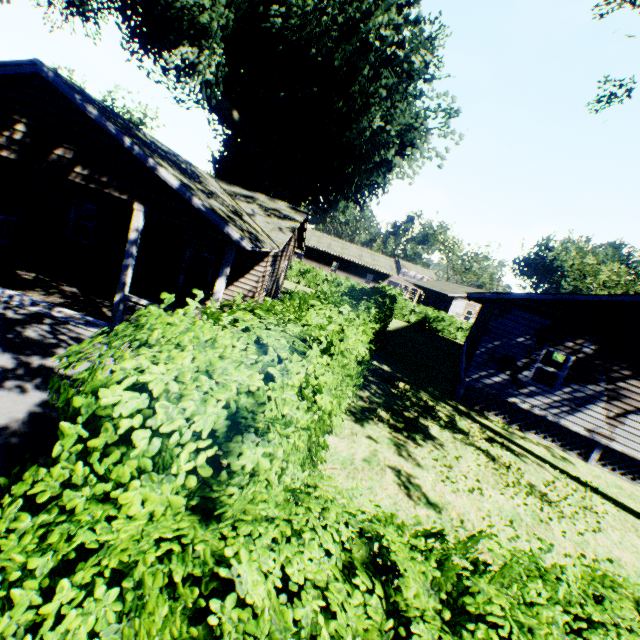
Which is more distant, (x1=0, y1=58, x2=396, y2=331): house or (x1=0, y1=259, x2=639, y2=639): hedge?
(x1=0, y1=58, x2=396, y2=331): house

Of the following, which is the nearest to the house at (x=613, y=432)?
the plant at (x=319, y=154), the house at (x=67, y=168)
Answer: the house at (x=67, y=168)

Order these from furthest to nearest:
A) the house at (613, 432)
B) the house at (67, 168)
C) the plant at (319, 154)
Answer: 1. the plant at (319, 154)
2. the house at (613, 432)
3. the house at (67, 168)

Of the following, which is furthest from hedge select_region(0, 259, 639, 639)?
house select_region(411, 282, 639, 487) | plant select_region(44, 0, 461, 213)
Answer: house select_region(411, 282, 639, 487)

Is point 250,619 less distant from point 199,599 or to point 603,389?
point 199,599

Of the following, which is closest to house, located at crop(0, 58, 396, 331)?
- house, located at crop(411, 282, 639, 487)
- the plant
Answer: the plant

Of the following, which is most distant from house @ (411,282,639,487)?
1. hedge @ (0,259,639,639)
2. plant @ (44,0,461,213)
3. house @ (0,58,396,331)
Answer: plant @ (44,0,461,213)

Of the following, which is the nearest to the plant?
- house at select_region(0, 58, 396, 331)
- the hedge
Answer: house at select_region(0, 58, 396, 331)
